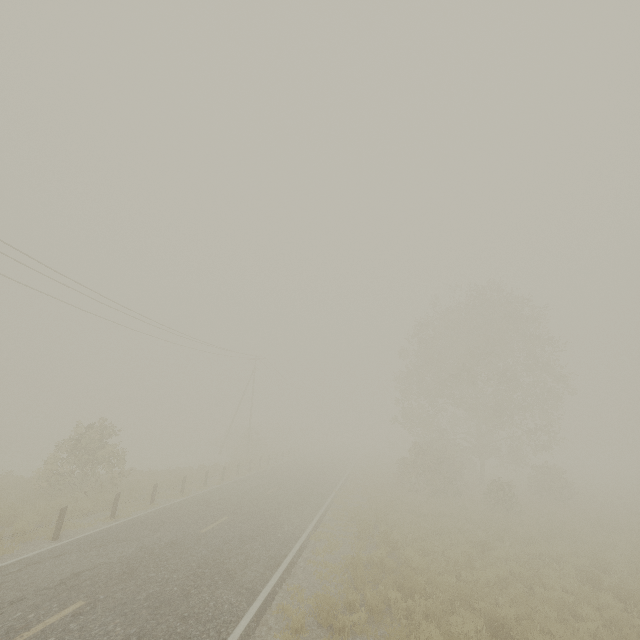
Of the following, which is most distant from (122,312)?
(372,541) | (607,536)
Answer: (607,536)
